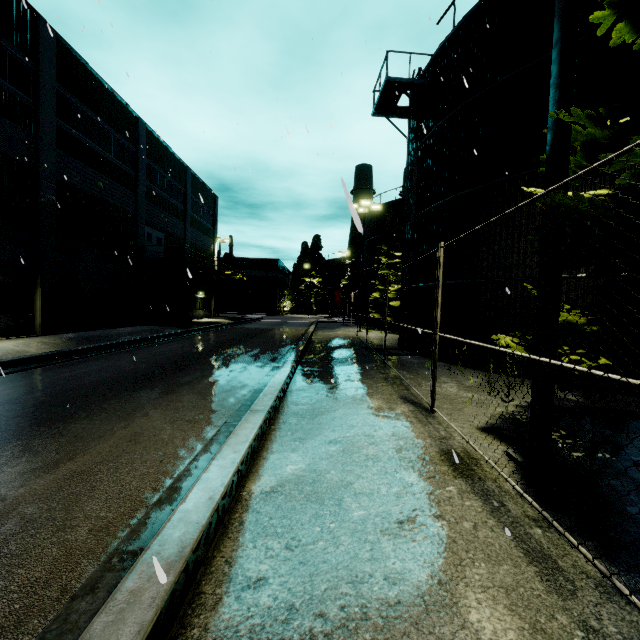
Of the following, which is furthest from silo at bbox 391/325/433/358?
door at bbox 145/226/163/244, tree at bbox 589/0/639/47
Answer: door at bbox 145/226/163/244

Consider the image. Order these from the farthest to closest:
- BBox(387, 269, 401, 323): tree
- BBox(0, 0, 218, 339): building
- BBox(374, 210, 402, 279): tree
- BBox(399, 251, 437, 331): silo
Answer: BBox(374, 210, 402, 279): tree < BBox(387, 269, 401, 323): tree < BBox(0, 0, 218, 339): building < BBox(399, 251, 437, 331): silo

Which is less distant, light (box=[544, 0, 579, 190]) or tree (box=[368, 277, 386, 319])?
light (box=[544, 0, 579, 190])

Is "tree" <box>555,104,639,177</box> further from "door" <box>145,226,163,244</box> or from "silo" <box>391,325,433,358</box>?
"door" <box>145,226,163,244</box>

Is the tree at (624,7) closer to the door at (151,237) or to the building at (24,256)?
the building at (24,256)

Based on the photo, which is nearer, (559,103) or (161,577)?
(161,577)

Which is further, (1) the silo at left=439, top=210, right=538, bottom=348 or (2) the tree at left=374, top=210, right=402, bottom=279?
(2) the tree at left=374, top=210, right=402, bottom=279

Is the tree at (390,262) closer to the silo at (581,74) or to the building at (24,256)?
the silo at (581,74)
